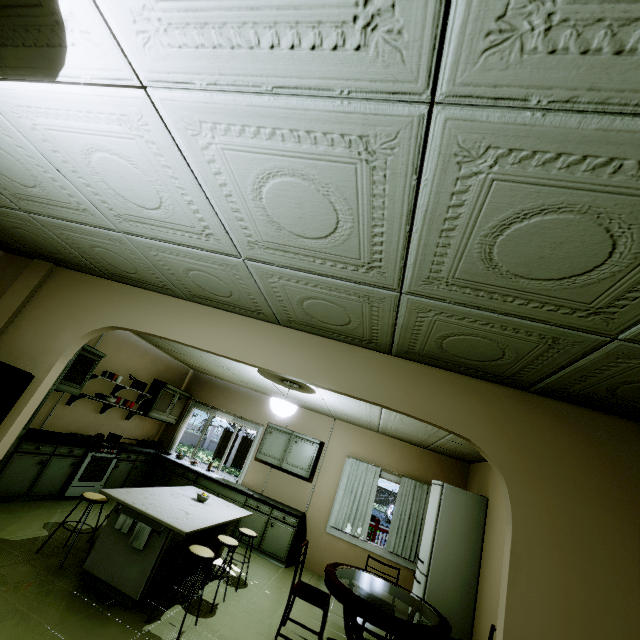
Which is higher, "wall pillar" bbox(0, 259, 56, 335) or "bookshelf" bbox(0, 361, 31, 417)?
"wall pillar" bbox(0, 259, 56, 335)

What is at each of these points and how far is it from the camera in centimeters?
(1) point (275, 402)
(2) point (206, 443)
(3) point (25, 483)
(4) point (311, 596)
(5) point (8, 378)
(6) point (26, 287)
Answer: (1) ceiling light, 495cm
(2) fence, 3111cm
(3) kitchen cabinet, 445cm
(4) chair, 363cm
(5) bookshelf, 279cm
(6) wall pillar, 351cm

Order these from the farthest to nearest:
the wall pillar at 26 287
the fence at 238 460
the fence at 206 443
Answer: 1. the fence at 206 443
2. the fence at 238 460
3. the wall pillar at 26 287

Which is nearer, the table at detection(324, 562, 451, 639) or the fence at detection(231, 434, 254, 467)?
the table at detection(324, 562, 451, 639)

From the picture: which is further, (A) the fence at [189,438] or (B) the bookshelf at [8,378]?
(A) the fence at [189,438]

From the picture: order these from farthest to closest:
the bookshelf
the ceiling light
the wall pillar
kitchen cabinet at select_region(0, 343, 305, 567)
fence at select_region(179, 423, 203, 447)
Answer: fence at select_region(179, 423, 203, 447) < the ceiling light < kitchen cabinet at select_region(0, 343, 305, 567) < the wall pillar < the bookshelf

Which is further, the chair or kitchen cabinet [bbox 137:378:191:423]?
kitchen cabinet [bbox 137:378:191:423]

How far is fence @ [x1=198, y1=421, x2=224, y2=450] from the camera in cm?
3103
